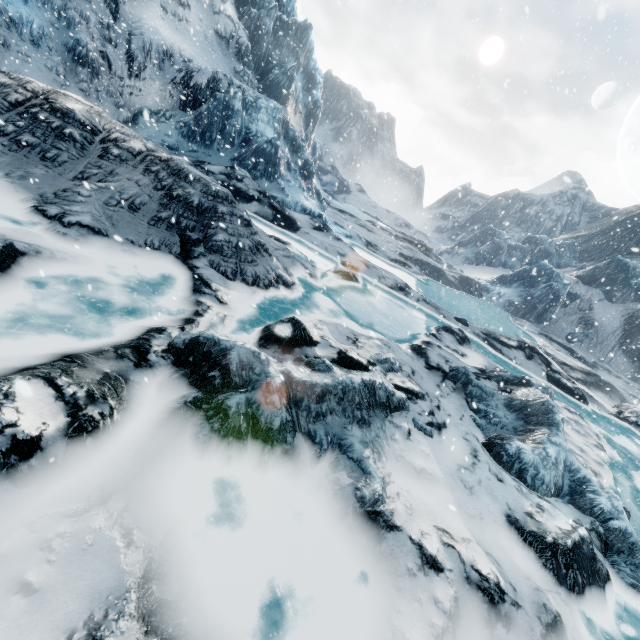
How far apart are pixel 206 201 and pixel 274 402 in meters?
6.1 m
